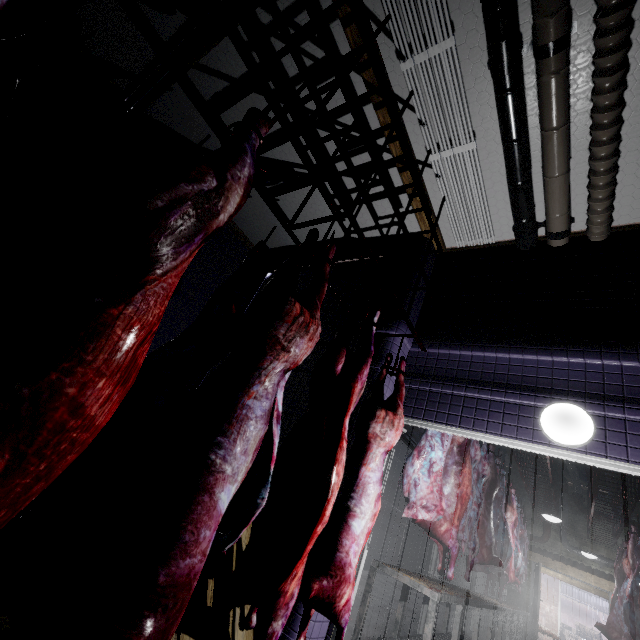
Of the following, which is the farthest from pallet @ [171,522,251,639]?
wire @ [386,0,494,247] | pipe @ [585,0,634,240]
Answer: pipe @ [585,0,634,240]

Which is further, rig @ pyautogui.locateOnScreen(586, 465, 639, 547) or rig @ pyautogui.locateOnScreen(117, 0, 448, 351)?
rig @ pyautogui.locateOnScreen(586, 465, 639, 547)

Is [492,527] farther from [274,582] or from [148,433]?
[148,433]

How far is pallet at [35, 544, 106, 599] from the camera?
1.74m

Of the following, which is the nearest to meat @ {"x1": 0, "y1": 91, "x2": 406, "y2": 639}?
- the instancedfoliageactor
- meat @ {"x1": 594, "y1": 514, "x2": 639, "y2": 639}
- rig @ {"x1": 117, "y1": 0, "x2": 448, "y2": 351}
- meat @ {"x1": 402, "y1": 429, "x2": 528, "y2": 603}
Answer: rig @ {"x1": 117, "y1": 0, "x2": 448, "y2": 351}

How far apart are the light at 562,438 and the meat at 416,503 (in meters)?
2.38

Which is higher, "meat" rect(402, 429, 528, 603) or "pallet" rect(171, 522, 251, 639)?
"meat" rect(402, 429, 528, 603)

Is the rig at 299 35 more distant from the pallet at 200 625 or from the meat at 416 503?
the meat at 416 503
